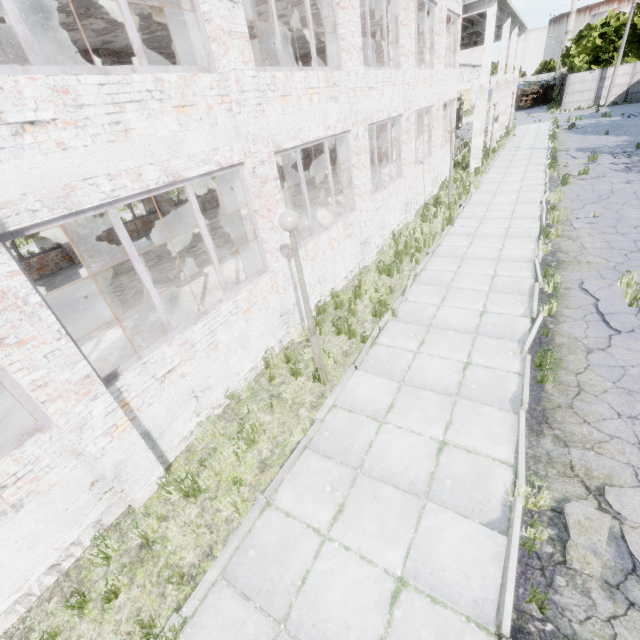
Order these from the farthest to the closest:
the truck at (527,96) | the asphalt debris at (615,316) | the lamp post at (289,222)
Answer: the truck at (527,96), the asphalt debris at (615,316), the lamp post at (289,222)

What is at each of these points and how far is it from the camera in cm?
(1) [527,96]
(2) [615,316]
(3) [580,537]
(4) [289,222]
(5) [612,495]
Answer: (1) truck, 4941
(2) asphalt debris, 678
(3) asphalt debris, 371
(4) lamp post, 472
(5) asphalt debris, 399

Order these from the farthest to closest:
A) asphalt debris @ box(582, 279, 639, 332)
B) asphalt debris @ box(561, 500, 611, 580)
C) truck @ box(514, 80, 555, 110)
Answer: truck @ box(514, 80, 555, 110), asphalt debris @ box(582, 279, 639, 332), asphalt debris @ box(561, 500, 611, 580)

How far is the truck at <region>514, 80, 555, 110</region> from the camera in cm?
4816

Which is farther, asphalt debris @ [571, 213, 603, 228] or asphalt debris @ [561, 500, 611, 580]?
asphalt debris @ [571, 213, 603, 228]

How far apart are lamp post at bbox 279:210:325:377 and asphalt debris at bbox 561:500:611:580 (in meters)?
4.05

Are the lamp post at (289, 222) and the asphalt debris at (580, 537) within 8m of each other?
yes

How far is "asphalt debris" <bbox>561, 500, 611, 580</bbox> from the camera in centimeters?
352cm
